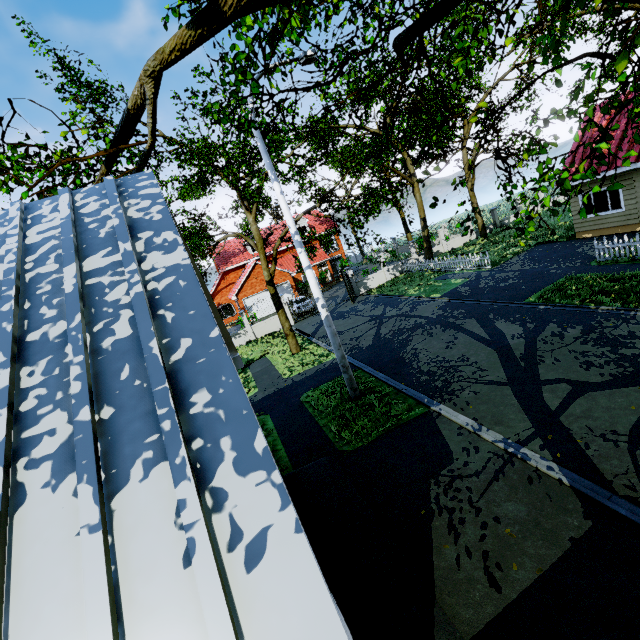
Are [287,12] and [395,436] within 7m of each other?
no

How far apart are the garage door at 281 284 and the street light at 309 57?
23.1 meters

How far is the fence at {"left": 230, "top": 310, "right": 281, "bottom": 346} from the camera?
24.7 meters

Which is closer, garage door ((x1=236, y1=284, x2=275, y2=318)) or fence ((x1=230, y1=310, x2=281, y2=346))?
fence ((x1=230, y1=310, x2=281, y2=346))

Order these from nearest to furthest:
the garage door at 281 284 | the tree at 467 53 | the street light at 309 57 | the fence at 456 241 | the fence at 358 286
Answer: the tree at 467 53
the street light at 309 57
the fence at 358 286
the fence at 456 241
the garage door at 281 284

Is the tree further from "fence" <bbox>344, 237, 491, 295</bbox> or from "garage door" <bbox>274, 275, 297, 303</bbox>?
"garage door" <bbox>274, 275, 297, 303</bbox>

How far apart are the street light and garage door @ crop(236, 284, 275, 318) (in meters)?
23.13

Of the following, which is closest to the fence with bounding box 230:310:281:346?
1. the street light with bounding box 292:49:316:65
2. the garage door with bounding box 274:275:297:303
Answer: the garage door with bounding box 274:275:297:303
